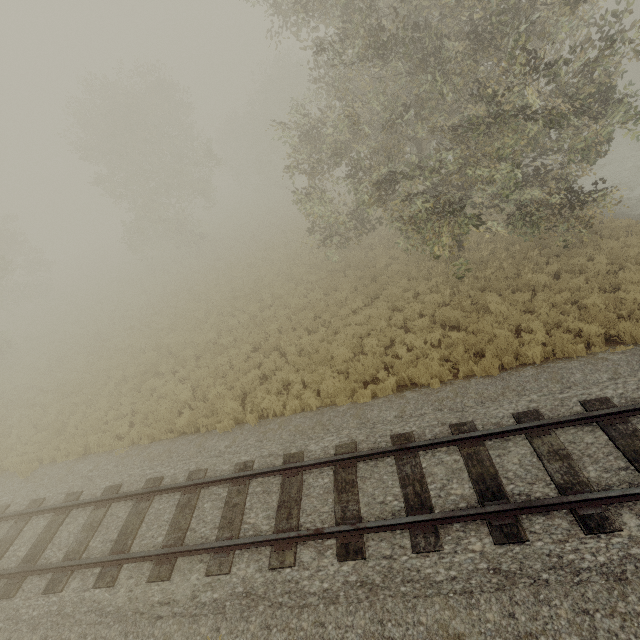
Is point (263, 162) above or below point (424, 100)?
below
